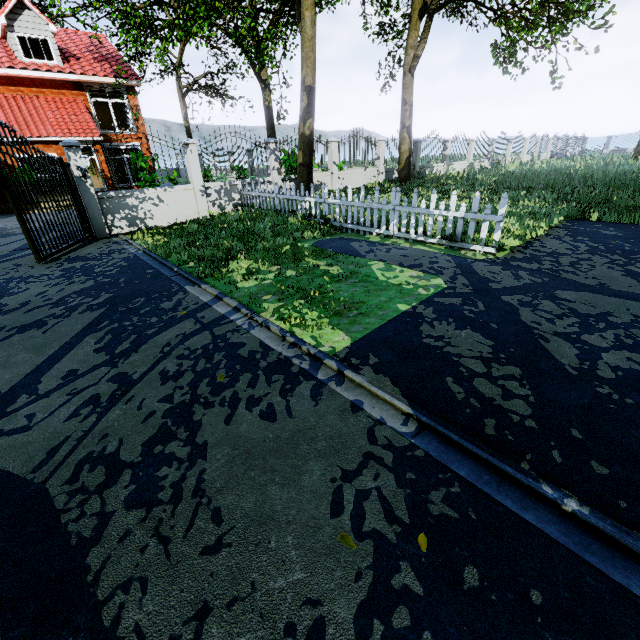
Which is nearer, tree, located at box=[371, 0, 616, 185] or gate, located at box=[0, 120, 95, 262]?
gate, located at box=[0, 120, 95, 262]

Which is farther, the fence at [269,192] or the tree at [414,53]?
the tree at [414,53]

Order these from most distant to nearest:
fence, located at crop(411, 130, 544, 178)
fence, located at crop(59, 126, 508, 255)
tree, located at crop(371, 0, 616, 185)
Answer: fence, located at crop(411, 130, 544, 178) → tree, located at crop(371, 0, 616, 185) → fence, located at crop(59, 126, 508, 255)

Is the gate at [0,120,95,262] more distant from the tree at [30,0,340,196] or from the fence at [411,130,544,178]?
the tree at [30,0,340,196]

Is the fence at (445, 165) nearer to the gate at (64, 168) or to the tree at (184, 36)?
the gate at (64, 168)

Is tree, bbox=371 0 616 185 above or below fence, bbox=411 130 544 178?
above

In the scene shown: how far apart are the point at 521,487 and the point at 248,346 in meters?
2.9 m
